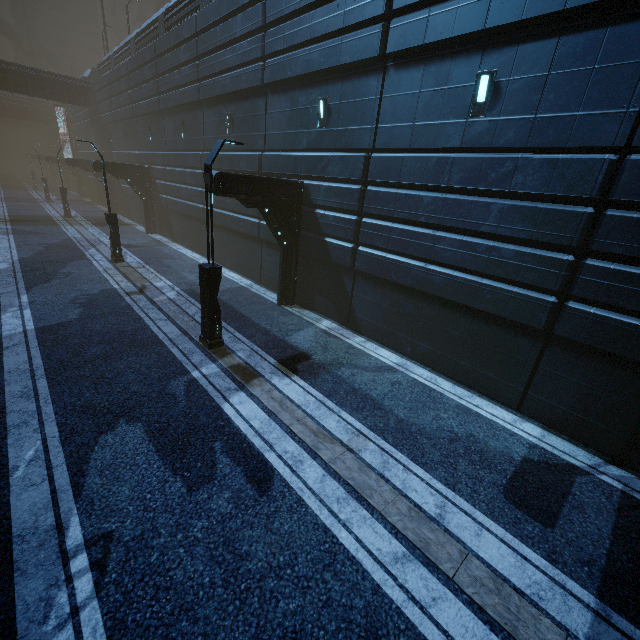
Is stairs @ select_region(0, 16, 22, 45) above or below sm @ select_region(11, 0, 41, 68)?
above

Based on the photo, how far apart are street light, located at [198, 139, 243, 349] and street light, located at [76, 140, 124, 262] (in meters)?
10.57

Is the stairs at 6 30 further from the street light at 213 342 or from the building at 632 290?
the street light at 213 342

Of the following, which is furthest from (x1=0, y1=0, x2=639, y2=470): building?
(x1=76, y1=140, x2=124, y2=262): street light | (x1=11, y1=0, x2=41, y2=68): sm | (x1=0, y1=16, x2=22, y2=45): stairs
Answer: (x1=0, y1=16, x2=22, y2=45): stairs

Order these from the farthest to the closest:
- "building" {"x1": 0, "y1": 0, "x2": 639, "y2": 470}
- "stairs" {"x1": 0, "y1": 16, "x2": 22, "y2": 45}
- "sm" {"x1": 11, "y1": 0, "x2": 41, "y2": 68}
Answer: "stairs" {"x1": 0, "y1": 16, "x2": 22, "y2": 45}
"sm" {"x1": 11, "y1": 0, "x2": 41, "y2": 68}
"building" {"x1": 0, "y1": 0, "x2": 639, "y2": 470}

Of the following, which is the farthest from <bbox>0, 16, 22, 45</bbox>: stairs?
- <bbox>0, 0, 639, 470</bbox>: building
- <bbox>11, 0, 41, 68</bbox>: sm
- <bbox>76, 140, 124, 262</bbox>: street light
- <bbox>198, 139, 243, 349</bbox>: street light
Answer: <bbox>198, 139, 243, 349</bbox>: street light

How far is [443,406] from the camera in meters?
8.1 m

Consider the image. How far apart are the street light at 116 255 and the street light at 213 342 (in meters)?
10.57
